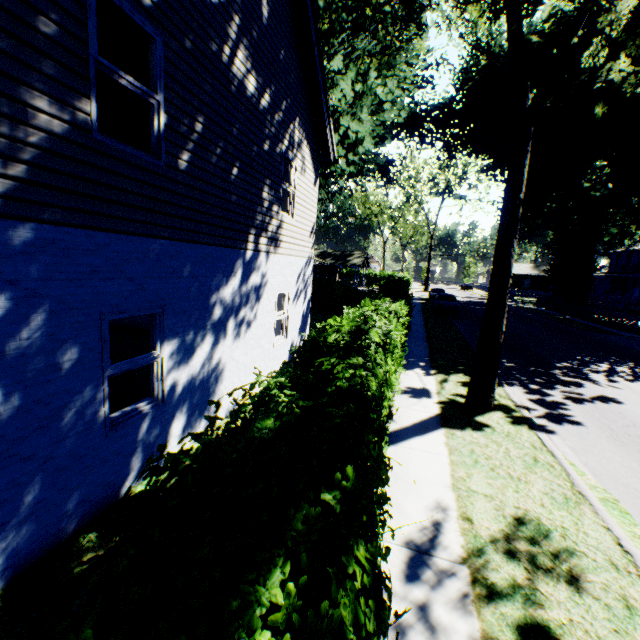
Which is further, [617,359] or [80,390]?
[617,359]

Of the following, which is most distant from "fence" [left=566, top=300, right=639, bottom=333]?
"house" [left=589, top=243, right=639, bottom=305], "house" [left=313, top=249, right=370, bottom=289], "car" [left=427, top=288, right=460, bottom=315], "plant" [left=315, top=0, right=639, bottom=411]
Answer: "house" [left=313, top=249, right=370, bottom=289]

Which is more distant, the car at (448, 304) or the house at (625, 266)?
the house at (625, 266)

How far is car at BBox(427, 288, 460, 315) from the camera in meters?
25.8 m

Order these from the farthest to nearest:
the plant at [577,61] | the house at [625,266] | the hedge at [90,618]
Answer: the house at [625,266], the plant at [577,61], the hedge at [90,618]

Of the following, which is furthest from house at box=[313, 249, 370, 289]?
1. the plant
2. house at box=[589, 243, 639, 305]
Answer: house at box=[589, 243, 639, 305]

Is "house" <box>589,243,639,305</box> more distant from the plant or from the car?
the car

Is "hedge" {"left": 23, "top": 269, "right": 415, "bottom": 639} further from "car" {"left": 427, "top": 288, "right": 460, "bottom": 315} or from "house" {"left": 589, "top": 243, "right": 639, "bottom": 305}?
"house" {"left": 589, "top": 243, "right": 639, "bottom": 305}
